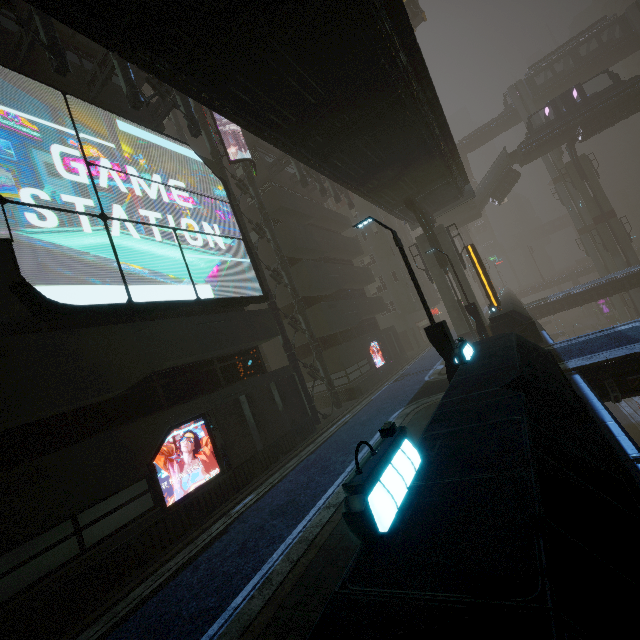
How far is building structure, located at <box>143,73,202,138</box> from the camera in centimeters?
1320cm

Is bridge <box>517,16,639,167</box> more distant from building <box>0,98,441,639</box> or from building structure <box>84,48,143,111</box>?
building structure <box>84,48,143,111</box>

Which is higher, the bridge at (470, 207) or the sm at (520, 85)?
the sm at (520, 85)

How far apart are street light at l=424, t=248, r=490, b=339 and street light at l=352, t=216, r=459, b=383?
9.67m

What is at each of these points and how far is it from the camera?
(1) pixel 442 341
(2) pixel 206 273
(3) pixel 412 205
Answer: (1) street light, 9.20m
(2) sign, 13.26m
(3) building structure, 20.97m

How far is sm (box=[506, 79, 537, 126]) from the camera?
51.5m

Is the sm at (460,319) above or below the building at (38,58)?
below

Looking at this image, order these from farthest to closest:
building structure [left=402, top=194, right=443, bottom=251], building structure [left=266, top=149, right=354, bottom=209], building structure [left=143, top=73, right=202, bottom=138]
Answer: building structure [left=266, top=149, right=354, bottom=209] < building structure [left=402, top=194, right=443, bottom=251] < building structure [left=143, top=73, right=202, bottom=138]
